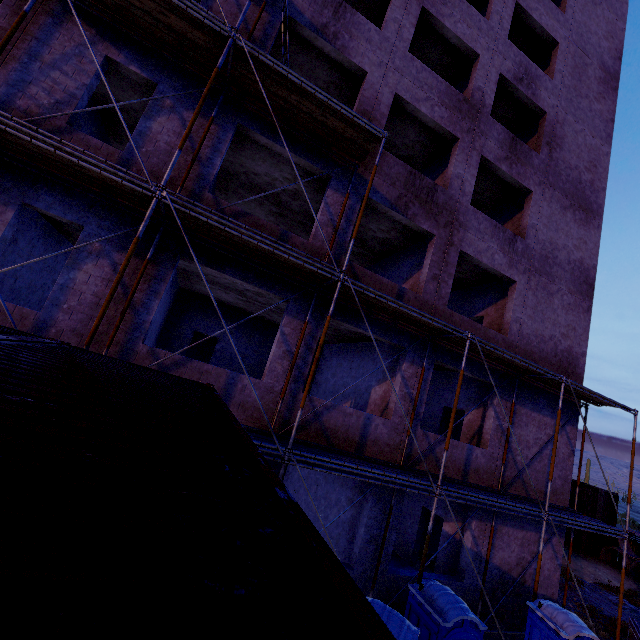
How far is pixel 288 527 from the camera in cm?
111

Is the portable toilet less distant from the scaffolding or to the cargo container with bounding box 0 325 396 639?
the scaffolding

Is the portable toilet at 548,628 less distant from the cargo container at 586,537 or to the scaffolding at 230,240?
the scaffolding at 230,240

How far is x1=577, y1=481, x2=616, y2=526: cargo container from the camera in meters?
23.1

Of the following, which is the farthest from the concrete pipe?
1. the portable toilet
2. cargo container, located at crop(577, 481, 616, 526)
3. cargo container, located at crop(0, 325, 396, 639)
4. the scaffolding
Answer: cargo container, located at crop(0, 325, 396, 639)

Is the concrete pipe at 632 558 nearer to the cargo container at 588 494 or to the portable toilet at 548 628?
the cargo container at 588 494

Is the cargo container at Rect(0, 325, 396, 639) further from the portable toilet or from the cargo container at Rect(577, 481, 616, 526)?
the cargo container at Rect(577, 481, 616, 526)
